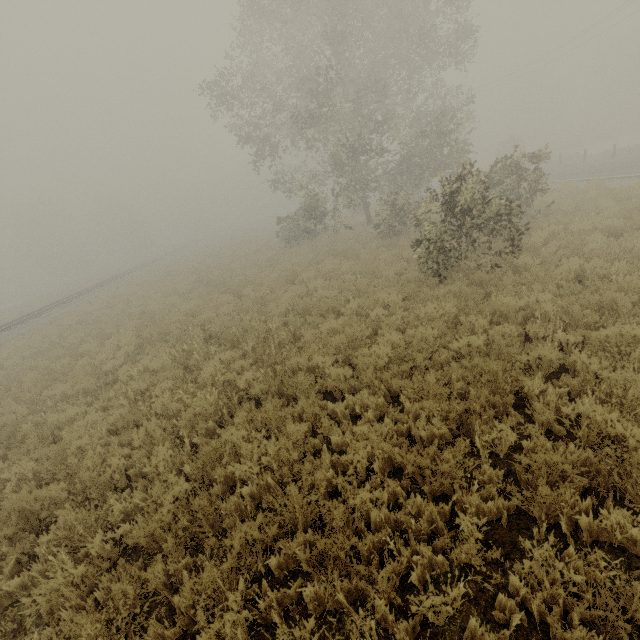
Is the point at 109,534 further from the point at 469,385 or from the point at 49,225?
the point at 49,225

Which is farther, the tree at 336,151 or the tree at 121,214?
the tree at 121,214

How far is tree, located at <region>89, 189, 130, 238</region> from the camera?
57.40m

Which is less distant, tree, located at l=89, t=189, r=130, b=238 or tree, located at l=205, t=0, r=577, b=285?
tree, located at l=205, t=0, r=577, b=285

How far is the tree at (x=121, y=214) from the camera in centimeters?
5740cm
